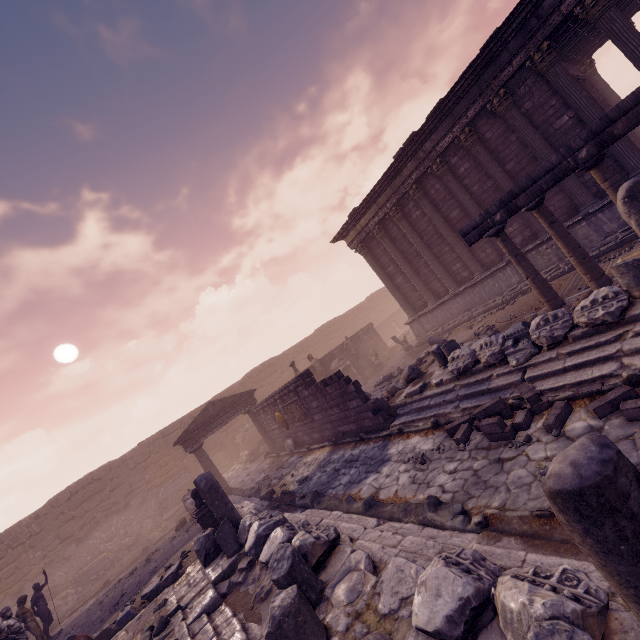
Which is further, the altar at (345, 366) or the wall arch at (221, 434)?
the wall arch at (221, 434)

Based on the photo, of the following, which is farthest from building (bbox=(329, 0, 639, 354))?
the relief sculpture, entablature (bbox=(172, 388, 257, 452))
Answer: entablature (bbox=(172, 388, 257, 452))

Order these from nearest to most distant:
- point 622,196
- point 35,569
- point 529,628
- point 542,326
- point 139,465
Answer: point 529,628, point 622,196, point 542,326, point 35,569, point 139,465

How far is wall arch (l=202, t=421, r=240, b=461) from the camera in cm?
2322

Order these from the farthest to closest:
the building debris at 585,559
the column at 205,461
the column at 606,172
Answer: the column at 205,461, the column at 606,172, the building debris at 585,559

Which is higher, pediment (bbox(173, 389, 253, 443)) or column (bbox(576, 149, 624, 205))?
pediment (bbox(173, 389, 253, 443))

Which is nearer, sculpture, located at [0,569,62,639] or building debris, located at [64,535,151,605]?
sculpture, located at [0,569,62,639]

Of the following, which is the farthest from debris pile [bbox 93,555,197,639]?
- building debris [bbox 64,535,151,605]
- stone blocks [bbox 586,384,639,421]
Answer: building debris [bbox 64,535,151,605]
